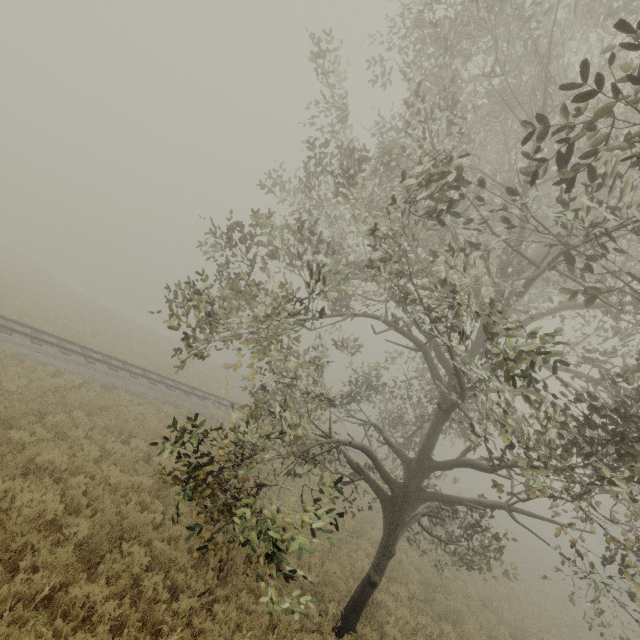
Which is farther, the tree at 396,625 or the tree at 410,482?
the tree at 396,625

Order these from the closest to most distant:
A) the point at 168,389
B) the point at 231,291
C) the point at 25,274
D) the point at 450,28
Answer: the point at 450,28 → the point at 231,291 → the point at 168,389 → the point at 25,274

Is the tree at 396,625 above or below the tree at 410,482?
below

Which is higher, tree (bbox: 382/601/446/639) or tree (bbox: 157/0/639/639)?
tree (bbox: 157/0/639/639)

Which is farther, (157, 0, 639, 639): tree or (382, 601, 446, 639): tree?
(382, 601, 446, 639): tree
